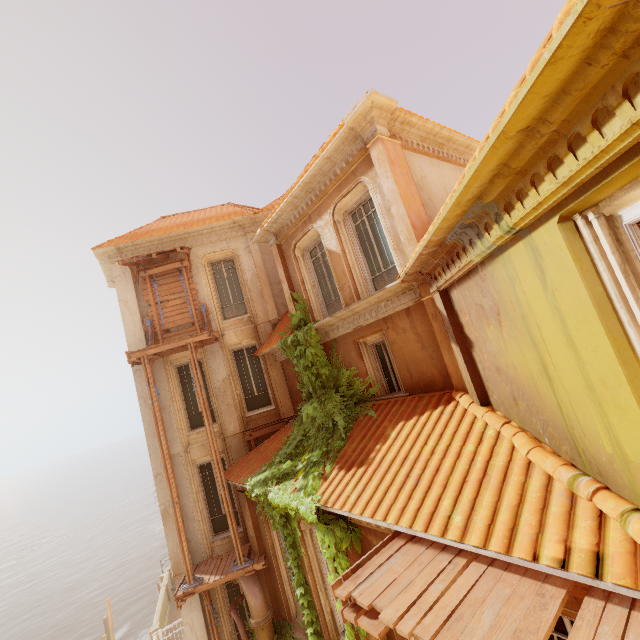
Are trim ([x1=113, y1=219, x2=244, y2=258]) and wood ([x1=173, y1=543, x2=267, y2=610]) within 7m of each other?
no

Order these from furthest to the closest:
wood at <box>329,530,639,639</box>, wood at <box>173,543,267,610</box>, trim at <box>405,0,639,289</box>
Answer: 1. wood at <box>173,543,267,610</box>
2. wood at <box>329,530,639,639</box>
3. trim at <box>405,0,639,289</box>

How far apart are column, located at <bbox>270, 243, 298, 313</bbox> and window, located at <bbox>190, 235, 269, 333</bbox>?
2.05m

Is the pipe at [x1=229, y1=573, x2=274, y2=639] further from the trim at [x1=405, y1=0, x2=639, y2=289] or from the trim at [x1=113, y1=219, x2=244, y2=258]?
the trim at [x1=113, y1=219, x2=244, y2=258]

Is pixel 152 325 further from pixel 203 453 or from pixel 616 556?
pixel 616 556

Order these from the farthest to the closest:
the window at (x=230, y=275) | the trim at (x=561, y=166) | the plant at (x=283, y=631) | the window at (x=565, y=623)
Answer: the window at (x=230, y=275), the plant at (x=283, y=631), the window at (x=565, y=623), the trim at (x=561, y=166)

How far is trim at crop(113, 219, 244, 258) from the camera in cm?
1276

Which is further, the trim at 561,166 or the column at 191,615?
the column at 191,615
